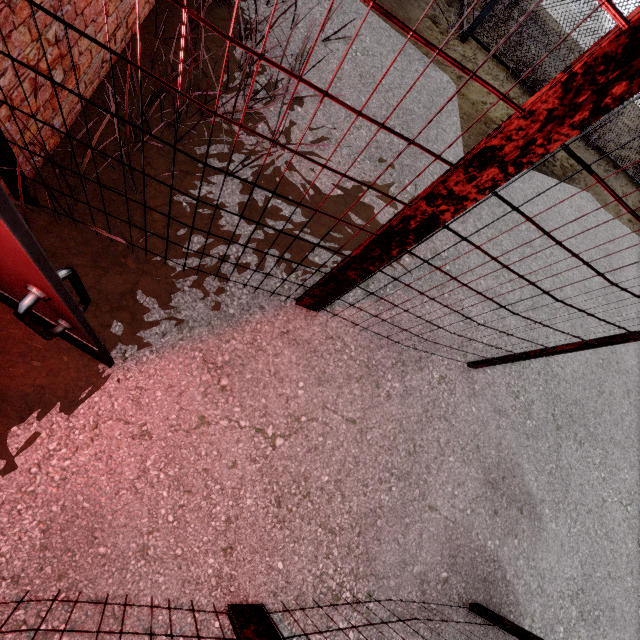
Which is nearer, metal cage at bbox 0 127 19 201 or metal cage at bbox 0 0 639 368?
metal cage at bbox 0 0 639 368

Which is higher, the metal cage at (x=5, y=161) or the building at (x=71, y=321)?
the building at (x=71, y=321)

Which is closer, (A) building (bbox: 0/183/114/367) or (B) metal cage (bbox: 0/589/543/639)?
(A) building (bbox: 0/183/114/367)

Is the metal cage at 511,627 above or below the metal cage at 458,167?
below

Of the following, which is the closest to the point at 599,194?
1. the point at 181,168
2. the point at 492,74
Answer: the point at 492,74

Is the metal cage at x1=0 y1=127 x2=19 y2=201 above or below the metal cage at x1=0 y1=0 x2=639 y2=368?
below
